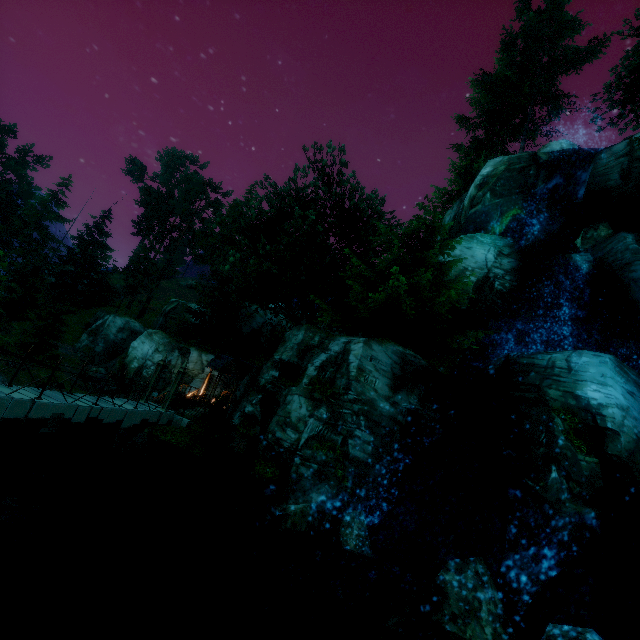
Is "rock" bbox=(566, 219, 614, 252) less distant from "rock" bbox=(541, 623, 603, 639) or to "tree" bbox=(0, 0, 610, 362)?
"tree" bbox=(0, 0, 610, 362)

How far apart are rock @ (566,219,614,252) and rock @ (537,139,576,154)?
8.42m

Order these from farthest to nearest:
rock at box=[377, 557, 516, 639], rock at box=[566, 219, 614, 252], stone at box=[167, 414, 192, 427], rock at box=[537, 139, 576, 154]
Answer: rock at box=[537, 139, 576, 154]
rock at box=[566, 219, 614, 252]
stone at box=[167, 414, 192, 427]
rock at box=[377, 557, 516, 639]

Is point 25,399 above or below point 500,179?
below

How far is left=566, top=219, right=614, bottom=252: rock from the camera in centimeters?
1858cm

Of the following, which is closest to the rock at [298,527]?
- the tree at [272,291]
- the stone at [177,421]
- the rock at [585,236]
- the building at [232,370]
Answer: the tree at [272,291]

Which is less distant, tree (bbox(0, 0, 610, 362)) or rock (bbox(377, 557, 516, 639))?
rock (bbox(377, 557, 516, 639))

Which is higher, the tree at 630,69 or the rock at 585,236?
the tree at 630,69
